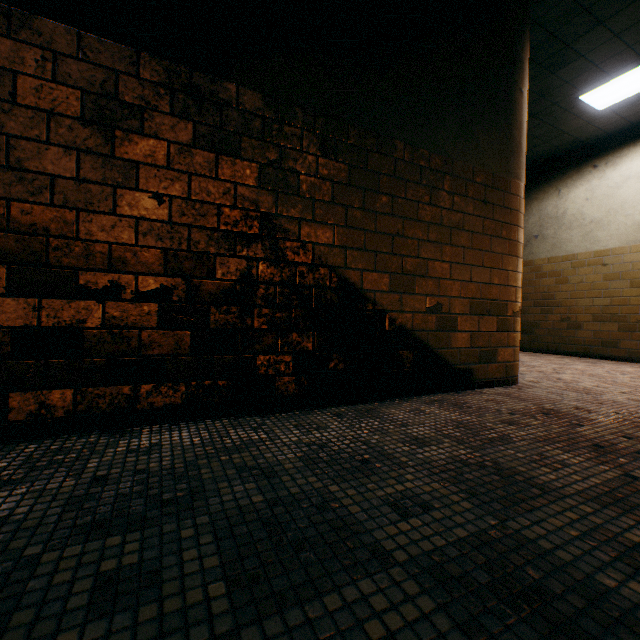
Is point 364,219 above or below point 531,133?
below

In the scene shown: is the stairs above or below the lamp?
below

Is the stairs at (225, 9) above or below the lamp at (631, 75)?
below

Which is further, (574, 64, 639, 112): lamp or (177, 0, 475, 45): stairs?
(574, 64, 639, 112): lamp

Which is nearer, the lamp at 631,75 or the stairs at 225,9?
the stairs at 225,9
